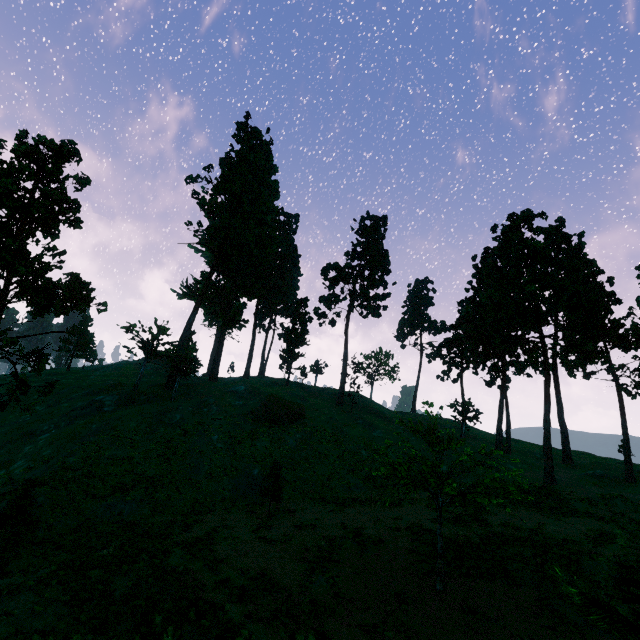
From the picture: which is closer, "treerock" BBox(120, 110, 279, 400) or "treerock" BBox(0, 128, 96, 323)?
"treerock" BBox(0, 128, 96, 323)

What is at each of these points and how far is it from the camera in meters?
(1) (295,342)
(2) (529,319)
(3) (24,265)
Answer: (1) treerock, 57.7 m
(2) treerock, 42.2 m
(3) treerock, 16.2 m

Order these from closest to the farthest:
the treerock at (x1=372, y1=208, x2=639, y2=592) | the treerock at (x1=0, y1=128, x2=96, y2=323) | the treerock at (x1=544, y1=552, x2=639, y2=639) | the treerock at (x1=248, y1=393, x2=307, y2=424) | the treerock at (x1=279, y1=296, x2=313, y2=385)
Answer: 1. the treerock at (x1=544, y1=552, x2=639, y2=639)
2. the treerock at (x1=372, y1=208, x2=639, y2=592)
3. the treerock at (x1=0, y1=128, x2=96, y2=323)
4. the treerock at (x1=248, y1=393, x2=307, y2=424)
5. the treerock at (x1=279, y1=296, x2=313, y2=385)

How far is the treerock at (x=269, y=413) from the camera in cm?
3678

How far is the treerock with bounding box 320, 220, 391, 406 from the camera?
52.7m

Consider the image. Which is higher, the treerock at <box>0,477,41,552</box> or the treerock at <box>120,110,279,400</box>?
the treerock at <box>120,110,279,400</box>

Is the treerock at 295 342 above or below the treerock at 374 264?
below
